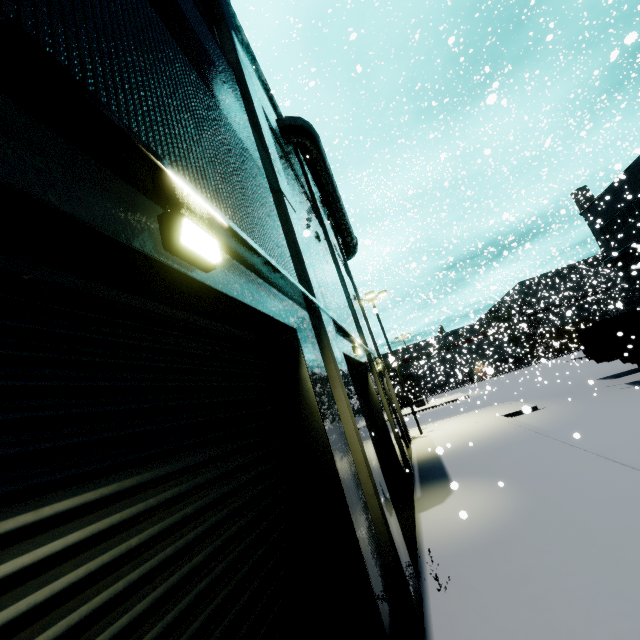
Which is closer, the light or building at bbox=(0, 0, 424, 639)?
building at bbox=(0, 0, 424, 639)

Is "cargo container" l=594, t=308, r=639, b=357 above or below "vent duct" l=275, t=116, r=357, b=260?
below

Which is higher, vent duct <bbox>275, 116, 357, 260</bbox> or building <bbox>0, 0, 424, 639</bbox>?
vent duct <bbox>275, 116, 357, 260</bbox>

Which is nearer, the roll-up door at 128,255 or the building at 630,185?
the roll-up door at 128,255

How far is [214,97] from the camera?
4.8m

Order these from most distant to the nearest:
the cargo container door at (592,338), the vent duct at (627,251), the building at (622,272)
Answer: the building at (622,272) < the vent duct at (627,251) < the cargo container door at (592,338)

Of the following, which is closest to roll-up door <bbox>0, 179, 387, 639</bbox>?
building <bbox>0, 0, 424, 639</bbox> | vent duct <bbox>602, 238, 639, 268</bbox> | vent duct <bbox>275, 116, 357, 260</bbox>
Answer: building <bbox>0, 0, 424, 639</bbox>

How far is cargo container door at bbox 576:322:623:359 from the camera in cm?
1688
